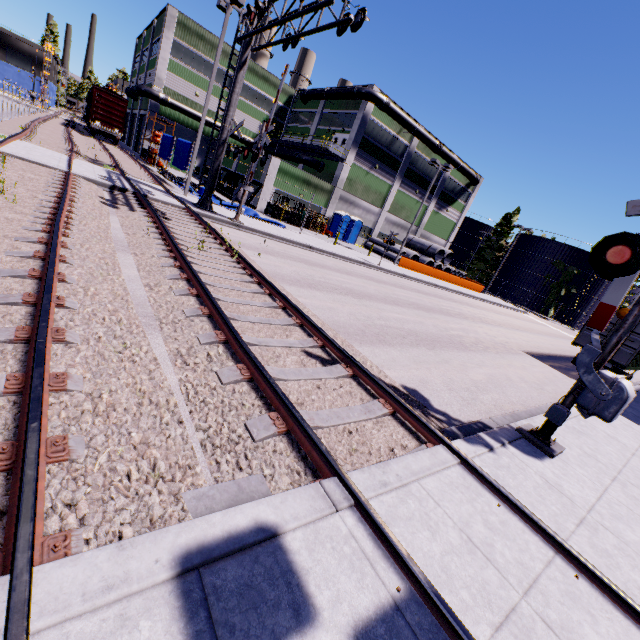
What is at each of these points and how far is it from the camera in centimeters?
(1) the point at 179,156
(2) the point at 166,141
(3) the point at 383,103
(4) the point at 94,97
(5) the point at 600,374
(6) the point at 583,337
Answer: (1) tarp, 2303cm
(2) tarp, 2652cm
(3) pipe, 3139cm
(4) cargo car, 3300cm
(5) railroad crossing gate, 521cm
(6) cargo container door, 1548cm

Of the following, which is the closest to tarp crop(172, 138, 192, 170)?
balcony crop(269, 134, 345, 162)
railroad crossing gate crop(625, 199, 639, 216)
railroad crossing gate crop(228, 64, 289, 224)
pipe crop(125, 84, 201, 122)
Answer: pipe crop(125, 84, 201, 122)

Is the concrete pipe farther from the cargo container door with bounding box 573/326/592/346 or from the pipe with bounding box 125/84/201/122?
the cargo container door with bounding box 573/326/592/346

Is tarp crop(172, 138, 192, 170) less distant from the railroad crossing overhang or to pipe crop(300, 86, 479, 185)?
pipe crop(300, 86, 479, 185)

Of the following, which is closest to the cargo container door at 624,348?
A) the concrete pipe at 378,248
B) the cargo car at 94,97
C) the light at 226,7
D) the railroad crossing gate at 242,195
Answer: the light at 226,7

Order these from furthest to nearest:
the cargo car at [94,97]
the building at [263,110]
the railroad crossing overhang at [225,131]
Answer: the building at [263,110], the cargo car at [94,97], the railroad crossing overhang at [225,131]

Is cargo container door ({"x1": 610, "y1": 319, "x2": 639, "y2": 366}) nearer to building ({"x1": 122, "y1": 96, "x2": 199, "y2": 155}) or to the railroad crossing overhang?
building ({"x1": 122, "y1": 96, "x2": 199, "y2": 155})

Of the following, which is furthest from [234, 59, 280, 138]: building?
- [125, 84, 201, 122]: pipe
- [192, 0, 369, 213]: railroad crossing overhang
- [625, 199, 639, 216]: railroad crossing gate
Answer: [192, 0, 369, 213]: railroad crossing overhang
